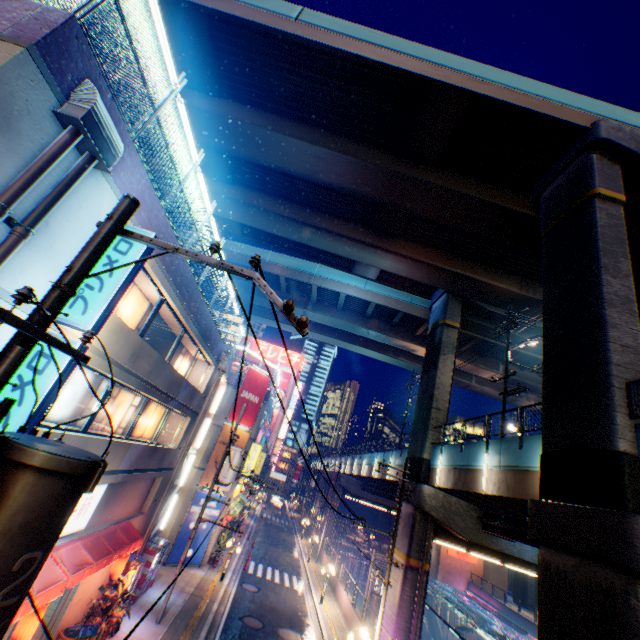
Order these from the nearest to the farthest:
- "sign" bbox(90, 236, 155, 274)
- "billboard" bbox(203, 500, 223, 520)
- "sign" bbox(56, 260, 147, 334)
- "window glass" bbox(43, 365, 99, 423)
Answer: "sign" bbox(56, 260, 147, 334)
"sign" bbox(90, 236, 155, 274)
"window glass" bbox(43, 365, 99, 423)
"billboard" bbox(203, 500, 223, 520)

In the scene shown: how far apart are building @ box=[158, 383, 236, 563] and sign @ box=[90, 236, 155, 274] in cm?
1876

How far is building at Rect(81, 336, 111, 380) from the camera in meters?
7.9

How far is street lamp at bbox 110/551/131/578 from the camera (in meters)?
12.41

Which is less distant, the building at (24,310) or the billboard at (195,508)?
the building at (24,310)

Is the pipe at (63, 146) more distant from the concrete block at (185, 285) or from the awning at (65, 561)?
the awning at (65, 561)

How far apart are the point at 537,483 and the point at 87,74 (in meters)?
17.84

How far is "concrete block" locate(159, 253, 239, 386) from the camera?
10.4 meters
